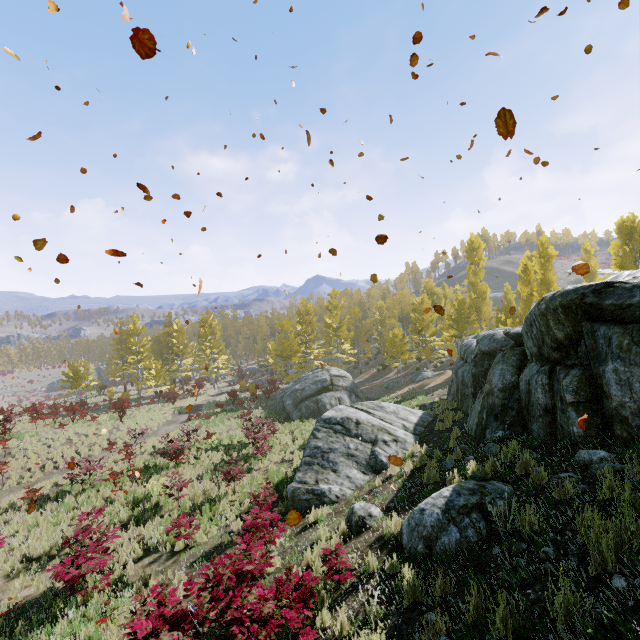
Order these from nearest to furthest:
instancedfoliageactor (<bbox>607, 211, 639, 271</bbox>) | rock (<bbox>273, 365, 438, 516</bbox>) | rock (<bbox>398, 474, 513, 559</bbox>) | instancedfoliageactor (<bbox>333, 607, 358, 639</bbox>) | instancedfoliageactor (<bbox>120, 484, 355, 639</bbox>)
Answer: instancedfoliageactor (<bbox>120, 484, 355, 639</bbox>)
instancedfoliageactor (<bbox>333, 607, 358, 639</bbox>)
rock (<bbox>398, 474, 513, 559</bbox>)
rock (<bbox>273, 365, 438, 516</bbox>)
instancedfoliageactor (<bbox>607, 211, 639, 271</bbox>)

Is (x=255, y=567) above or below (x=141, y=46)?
below

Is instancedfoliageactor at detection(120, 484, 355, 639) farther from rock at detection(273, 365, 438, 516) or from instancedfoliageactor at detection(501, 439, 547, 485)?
instancedfoliageactor at detection(501, 439, 547, 485)

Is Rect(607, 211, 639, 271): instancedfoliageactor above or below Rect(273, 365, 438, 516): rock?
above

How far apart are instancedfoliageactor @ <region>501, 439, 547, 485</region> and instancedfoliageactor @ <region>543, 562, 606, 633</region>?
2.9 meters

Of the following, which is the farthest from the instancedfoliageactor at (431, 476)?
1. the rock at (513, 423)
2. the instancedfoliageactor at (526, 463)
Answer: the instancedfoliageactor at (526, 463)

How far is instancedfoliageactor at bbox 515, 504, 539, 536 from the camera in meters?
4.1 m

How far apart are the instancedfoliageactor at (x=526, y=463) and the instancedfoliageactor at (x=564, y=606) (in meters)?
2.90
